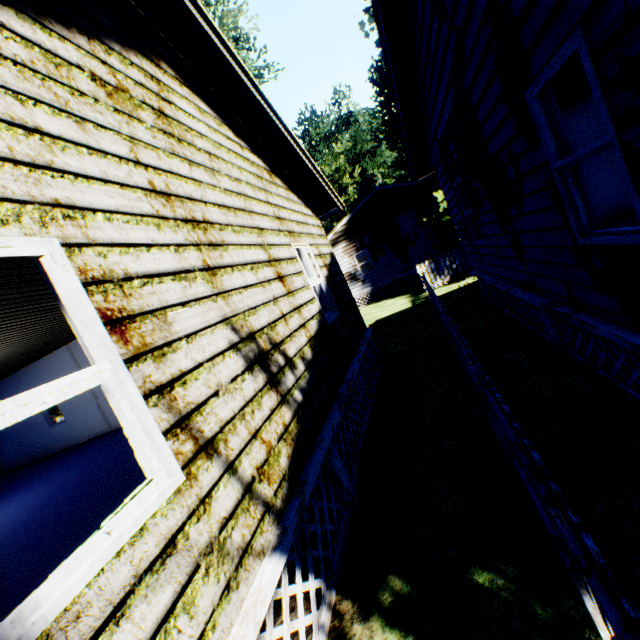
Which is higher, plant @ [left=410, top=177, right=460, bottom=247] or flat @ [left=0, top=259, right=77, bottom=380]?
flat @ [left=0, top=259, right=77, bottom=380]

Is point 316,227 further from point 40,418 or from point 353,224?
point 353,224

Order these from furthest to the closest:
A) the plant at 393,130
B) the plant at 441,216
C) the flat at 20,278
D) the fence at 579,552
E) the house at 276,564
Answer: the plant at 393,130 < the plant at 441,216 < the flat at 20,278 < the house at 276,564 < the fence at 579,552

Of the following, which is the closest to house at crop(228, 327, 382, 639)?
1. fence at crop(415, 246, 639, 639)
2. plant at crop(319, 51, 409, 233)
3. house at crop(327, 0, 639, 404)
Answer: fence at crop(415, 246, 639, 639)

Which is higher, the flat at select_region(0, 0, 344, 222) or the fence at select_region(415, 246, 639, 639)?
the flat at select_region(0, 0, 344, 222)

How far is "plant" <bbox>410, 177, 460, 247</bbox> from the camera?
14.5 meters

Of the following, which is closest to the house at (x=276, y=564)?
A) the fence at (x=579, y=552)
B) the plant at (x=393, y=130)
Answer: the fence at (x=579, y=552)

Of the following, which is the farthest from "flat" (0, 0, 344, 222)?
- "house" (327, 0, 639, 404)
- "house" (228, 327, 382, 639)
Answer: "house" (228, 327, 382, 639)
